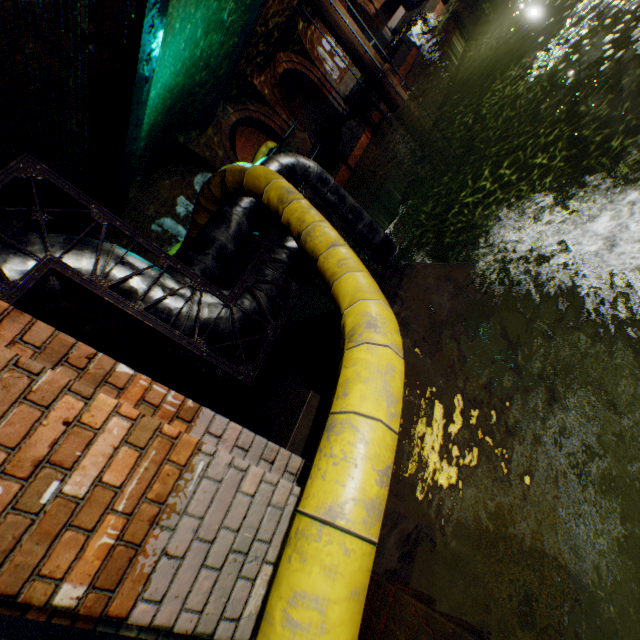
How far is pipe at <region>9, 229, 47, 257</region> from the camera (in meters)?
2.64

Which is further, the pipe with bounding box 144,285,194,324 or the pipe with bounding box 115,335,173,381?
the pipe with bounding box 115,335,173,381

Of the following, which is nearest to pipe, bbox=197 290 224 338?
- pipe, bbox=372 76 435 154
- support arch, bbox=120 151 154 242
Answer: support arch, bbox=120 151 154 242

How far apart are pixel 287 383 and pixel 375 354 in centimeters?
244cm

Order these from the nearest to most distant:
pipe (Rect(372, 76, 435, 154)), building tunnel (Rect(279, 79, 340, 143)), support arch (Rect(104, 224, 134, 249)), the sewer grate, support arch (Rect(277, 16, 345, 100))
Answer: the sewer grate → support arch (Rect(104, 224, 134, 249)) → pipe (Rect(372, 76, 435, 154)) → support arch (Rect(277, 16, 345, 100)) → building tunnel (Rect(279, 79, 340, 143))

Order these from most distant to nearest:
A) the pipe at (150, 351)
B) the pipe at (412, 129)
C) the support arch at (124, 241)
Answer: the pipe at (412, 129), the support arch at (124, 241), the pipe at (150, 351)

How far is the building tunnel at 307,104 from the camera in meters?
19.1 m

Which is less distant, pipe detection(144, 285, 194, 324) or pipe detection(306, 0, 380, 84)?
pipe detection(144, 285, 194, 324)
